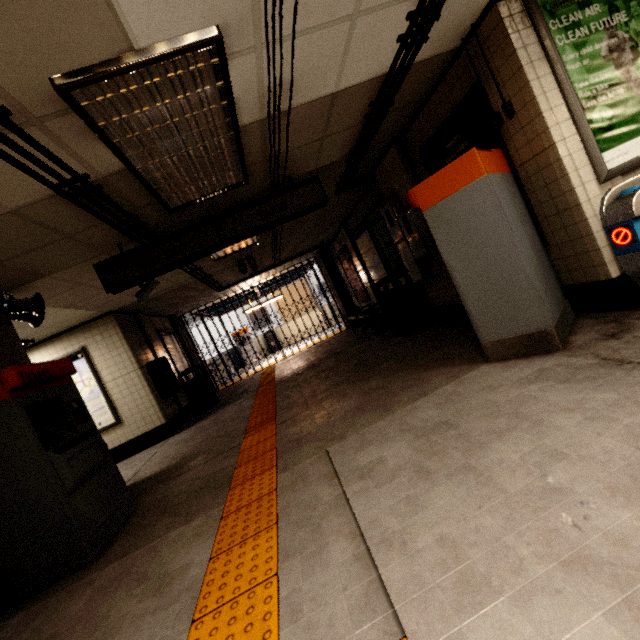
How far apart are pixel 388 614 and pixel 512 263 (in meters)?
2.63

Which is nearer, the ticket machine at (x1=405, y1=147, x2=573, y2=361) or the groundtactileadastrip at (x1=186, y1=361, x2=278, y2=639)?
the groundtactileadastrip at (x1=186, y1=361, x2=278, y2=639)

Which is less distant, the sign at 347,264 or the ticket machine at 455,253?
the ticket machine at 455,253

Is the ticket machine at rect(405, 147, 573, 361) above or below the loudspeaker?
below

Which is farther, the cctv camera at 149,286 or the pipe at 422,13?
the cctv camera at 149,286

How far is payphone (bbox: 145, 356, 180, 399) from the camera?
7.1m

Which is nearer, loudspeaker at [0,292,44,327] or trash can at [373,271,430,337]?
loudspeaker at [0,292,44,327]

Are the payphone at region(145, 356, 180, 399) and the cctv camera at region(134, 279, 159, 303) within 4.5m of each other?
yes
